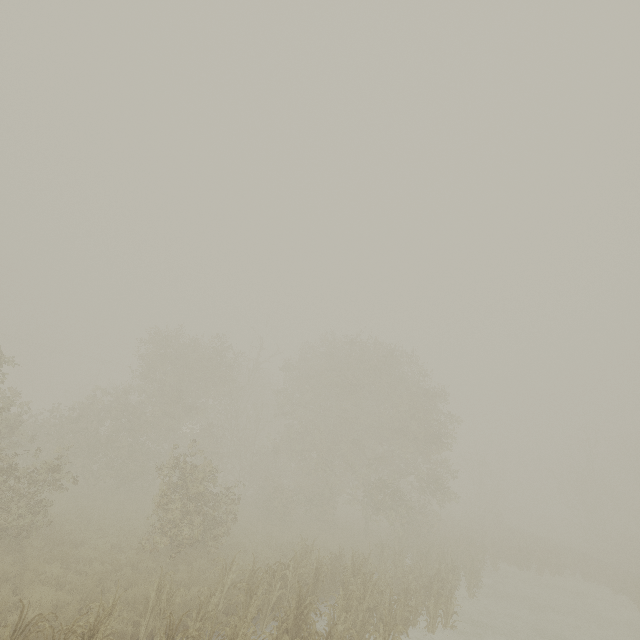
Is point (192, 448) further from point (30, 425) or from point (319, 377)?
point (319, 377)
